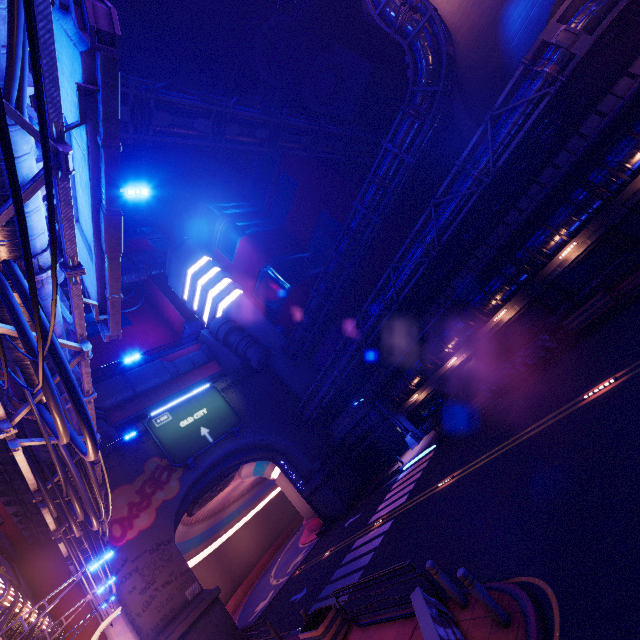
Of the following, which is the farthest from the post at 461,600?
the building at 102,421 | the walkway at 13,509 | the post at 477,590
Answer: the building at 102,421

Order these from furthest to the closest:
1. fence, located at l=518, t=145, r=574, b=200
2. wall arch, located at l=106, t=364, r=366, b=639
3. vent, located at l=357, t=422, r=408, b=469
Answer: vent, located at l=357, t=422, r=408, b=469 < wall arch, located at l=106, t=364, r=366, b=639 < fence, located at l=518, t=145, r=574, b=200

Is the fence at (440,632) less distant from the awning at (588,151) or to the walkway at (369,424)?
the awning at (588,151)

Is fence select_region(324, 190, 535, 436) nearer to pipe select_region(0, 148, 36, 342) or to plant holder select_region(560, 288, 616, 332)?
plant holder select_region(560, 288, 616, 332)

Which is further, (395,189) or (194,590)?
(395,189)

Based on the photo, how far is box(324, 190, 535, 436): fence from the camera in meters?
18.9 m

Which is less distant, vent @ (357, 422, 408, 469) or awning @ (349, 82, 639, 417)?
awning @ (349, 82, 639, 417)

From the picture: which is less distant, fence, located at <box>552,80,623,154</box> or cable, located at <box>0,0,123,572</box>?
cable, located at <box>0,0,123,572</box>
